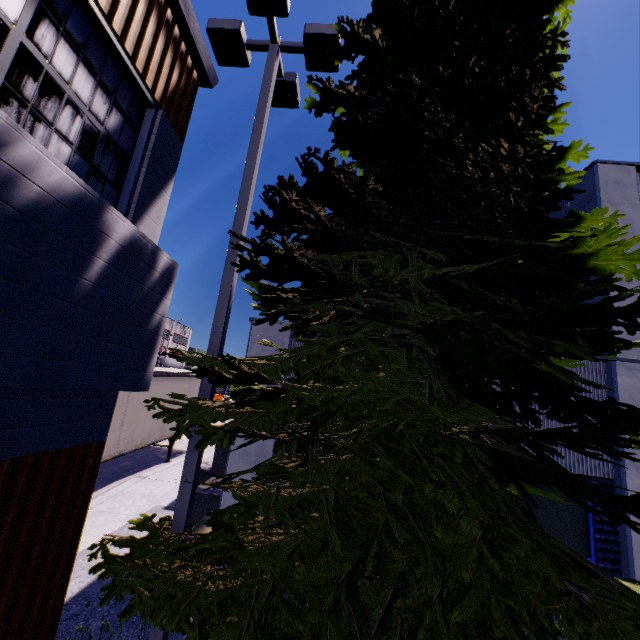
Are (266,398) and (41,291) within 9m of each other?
yes

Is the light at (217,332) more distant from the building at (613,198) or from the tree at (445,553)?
the building at (613,198)

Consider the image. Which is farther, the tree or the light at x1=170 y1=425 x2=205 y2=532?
the light at x1=170 y1=425 x2=205 y2=532

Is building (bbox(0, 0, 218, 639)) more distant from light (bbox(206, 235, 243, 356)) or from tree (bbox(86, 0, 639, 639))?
light (bbox(206, 235, 243, 356))

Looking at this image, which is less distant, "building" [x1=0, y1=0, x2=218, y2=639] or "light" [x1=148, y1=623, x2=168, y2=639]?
"building" [x1=0, y1=0, x2=218, y2=639]

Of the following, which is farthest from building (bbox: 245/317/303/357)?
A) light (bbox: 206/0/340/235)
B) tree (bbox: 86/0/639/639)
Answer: light (bbox: 206/0/340/235)

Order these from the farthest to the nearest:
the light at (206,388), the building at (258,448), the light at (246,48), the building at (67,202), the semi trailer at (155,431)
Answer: the semi trailer at (155,431) < the building at (258,448) < the light at (246,48) < the light at (206,388) < the building at (67,202)

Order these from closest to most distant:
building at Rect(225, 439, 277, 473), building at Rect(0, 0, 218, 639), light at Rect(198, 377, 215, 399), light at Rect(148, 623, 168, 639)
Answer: building at Rect(0, 0, 218, 639) < light at Rect(148, 623, 168, 639) < light at Rect(198, 377, 215, 399) < building at Rect(225, 439, 277, 473)
